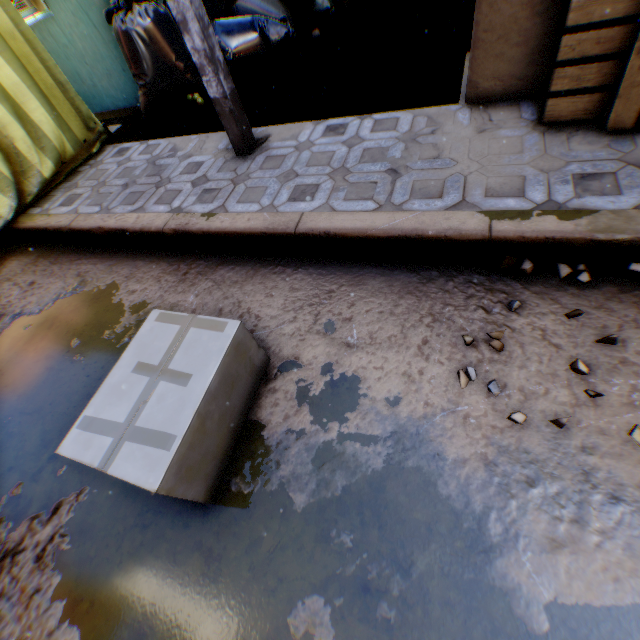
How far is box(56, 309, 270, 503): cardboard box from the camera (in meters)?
1.20

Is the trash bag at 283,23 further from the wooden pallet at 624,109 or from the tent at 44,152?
the wooden pallet at 624,109

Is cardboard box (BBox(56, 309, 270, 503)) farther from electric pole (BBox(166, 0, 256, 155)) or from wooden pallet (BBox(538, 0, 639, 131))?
wooden pallet (BBox(538, 0, 639, 131))

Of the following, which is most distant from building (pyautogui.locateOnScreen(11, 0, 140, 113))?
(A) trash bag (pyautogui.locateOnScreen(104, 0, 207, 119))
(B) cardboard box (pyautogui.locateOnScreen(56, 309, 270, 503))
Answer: (B) cardboard box (pyautogui.locateOnScreen(56, 309, 270, 503))

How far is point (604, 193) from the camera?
1.61m

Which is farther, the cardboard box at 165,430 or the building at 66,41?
the building at 66,41

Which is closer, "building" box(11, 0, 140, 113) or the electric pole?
the electric pole

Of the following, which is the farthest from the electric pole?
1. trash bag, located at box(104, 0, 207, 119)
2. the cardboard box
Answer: the cardboard box
